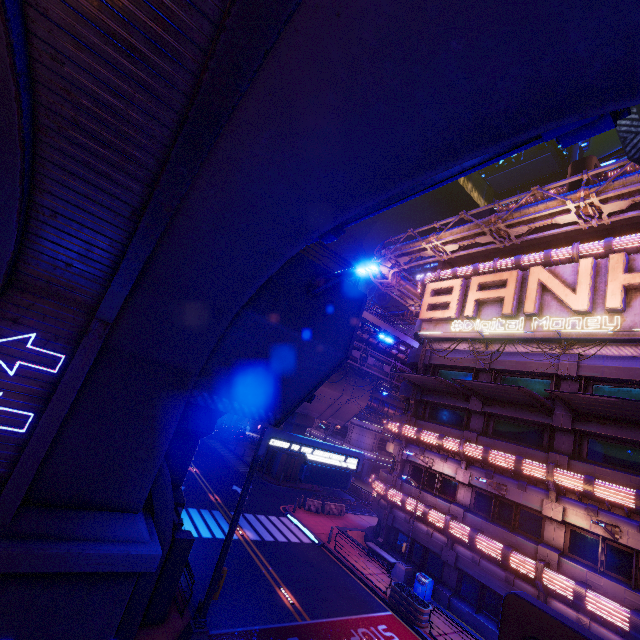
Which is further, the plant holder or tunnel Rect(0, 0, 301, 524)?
the plant holder

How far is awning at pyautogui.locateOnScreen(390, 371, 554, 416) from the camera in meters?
17.6 m

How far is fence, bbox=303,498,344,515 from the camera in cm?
2827

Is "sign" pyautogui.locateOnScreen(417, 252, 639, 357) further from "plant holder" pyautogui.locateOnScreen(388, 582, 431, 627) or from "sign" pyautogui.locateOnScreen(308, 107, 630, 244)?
"sign" pyautogui.locateOnScreen(308, 107, 630, 244)

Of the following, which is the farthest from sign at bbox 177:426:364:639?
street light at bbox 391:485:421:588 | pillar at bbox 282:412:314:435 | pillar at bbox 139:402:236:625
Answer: pillar at bbox 282:412:314:435

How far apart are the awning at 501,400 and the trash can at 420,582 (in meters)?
10.94

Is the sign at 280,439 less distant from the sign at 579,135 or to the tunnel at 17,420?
the tunnel at 17,420

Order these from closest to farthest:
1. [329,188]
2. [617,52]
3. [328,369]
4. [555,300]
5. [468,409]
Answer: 1. [617,52]
2. [329,188]
3. [328,369]
4. [555,300]
5. [468,409]
